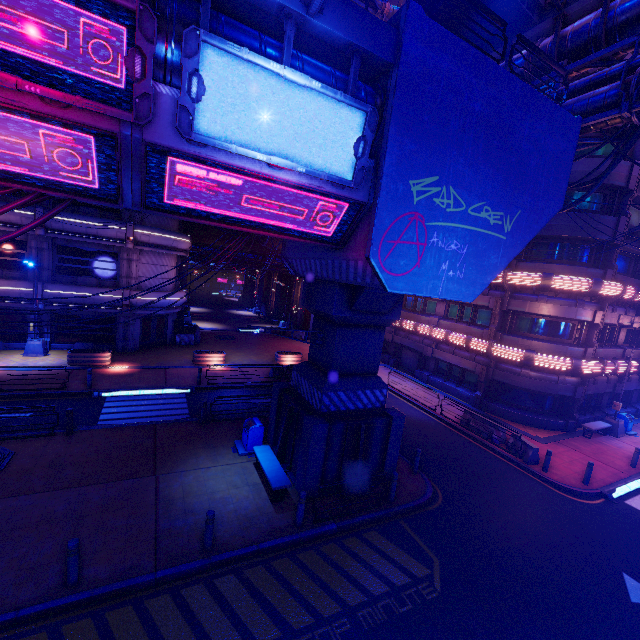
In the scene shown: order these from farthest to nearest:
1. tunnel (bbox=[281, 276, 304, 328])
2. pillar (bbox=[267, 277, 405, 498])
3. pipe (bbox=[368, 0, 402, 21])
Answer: tunnel (bbox=[281, 276, 304, 328]) < pipe (bbox=[368, 0, 402, 21]) < pillar (bbox=[267, 277, 405, 498])

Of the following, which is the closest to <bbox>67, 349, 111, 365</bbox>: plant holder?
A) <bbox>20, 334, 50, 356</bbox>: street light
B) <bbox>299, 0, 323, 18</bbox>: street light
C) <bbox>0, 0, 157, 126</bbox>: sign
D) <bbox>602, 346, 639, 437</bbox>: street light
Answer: <bbox>20, 334, 50, 356</bbox>: street light

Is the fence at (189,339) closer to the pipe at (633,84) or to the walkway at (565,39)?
the pipe at (633,84)

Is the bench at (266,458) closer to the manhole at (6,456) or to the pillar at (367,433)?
the pillar at (367,433)

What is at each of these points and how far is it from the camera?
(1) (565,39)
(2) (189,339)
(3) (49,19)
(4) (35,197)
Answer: (1) walkway, 12.1 meters
(2) fence, 28.3 meters
(3) sign, 4.4 meters
(4) cable, 5.8 meters

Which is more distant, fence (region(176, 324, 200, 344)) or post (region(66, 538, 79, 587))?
fence (region(176, 324, 200, 344))

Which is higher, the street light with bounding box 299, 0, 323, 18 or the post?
the street light with bounding box 299, 0, 323, 18

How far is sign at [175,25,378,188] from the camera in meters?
5.3
